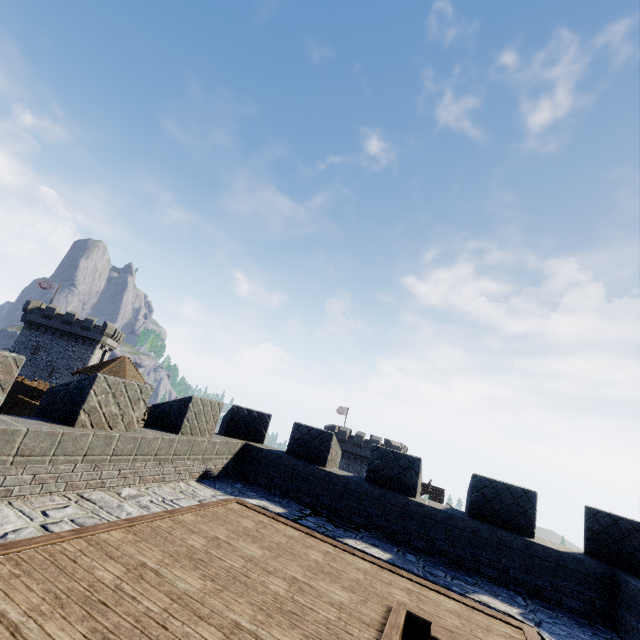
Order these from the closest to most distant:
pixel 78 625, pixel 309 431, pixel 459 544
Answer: pixel 78 625
pixel 459 544
pixel 309 431
